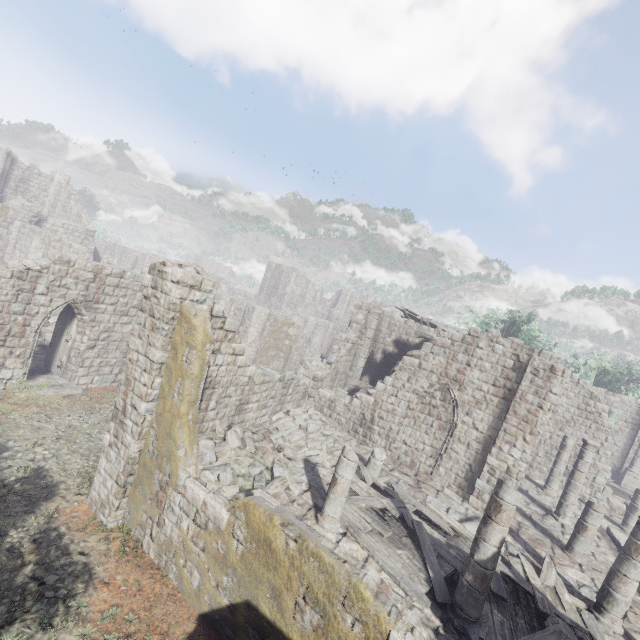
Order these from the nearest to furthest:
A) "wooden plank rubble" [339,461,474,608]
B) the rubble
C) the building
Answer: the building → "wooden plank rubble" [339,461,474,608] → the rubble

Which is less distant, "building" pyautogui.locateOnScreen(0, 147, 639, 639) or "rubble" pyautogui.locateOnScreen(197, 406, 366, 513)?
"building" pyautogui.locateOnScreen(0, 147, 639, 639)

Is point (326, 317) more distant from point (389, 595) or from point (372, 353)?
point (389, 595)

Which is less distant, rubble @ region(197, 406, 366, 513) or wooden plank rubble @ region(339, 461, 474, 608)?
wooden plank rubble @ region(339, 461, 474, 608)

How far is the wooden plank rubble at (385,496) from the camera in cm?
789

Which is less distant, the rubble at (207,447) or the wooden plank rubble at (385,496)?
the wooden plank rubble at (385,496)

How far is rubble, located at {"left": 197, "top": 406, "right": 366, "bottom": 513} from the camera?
9.1 meters

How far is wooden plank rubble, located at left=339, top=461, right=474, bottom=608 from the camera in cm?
789
